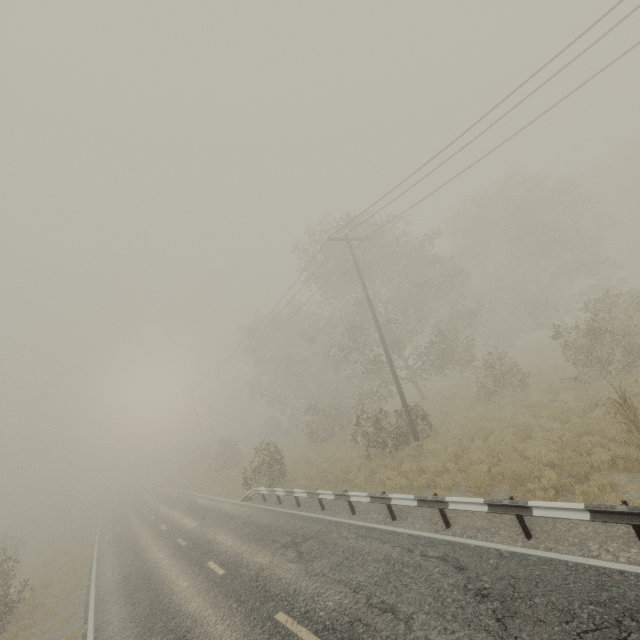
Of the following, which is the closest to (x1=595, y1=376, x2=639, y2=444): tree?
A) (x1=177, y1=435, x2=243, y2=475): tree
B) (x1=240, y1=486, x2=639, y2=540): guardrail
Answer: (x1=240, y1=486, x2=639, y2=540): guardrail

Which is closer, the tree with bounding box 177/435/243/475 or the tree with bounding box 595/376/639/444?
the tree with bounding box 595/376/639/444

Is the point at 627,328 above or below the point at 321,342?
below

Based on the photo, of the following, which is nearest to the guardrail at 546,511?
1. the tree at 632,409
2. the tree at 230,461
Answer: the tree at 230,461

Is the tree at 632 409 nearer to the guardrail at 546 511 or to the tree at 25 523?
the guardrail at 546 511

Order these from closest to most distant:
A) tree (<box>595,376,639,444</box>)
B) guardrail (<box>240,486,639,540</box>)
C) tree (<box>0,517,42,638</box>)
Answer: guardrail (<box>240,486,639,540</box>), tree (<box>595,376,639,444</box>), tree (<box>0,517,42,638</box>)

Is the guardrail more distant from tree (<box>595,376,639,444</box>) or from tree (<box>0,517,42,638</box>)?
tree (<box>595,376,639,444</box>)
